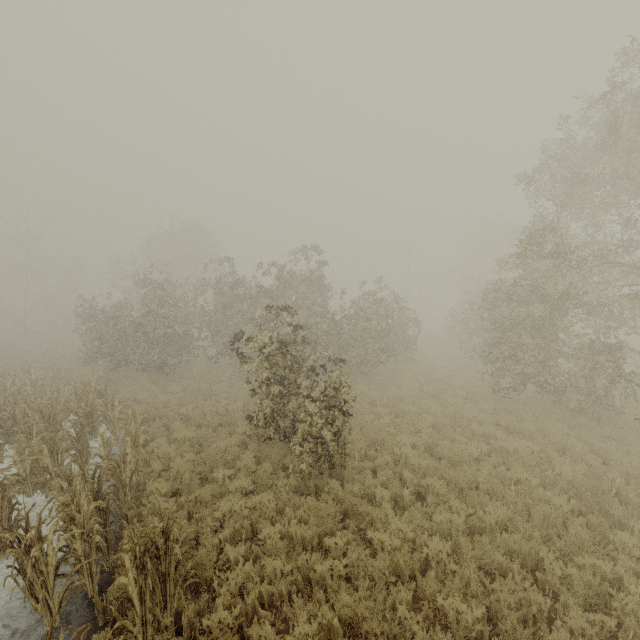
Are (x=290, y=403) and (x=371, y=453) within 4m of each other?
yes
